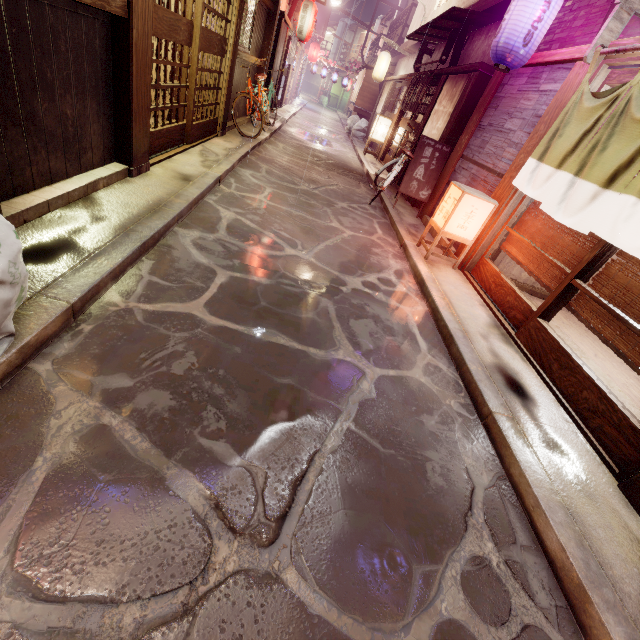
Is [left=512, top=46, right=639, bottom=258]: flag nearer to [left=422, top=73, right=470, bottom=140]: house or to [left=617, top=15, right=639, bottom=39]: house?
[left=617, top=15, right=639, bottom=39]: house

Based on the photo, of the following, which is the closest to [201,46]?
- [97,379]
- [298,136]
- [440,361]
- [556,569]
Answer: [97,379]

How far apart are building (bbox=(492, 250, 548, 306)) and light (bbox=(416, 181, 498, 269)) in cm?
112

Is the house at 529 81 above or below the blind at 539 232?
above

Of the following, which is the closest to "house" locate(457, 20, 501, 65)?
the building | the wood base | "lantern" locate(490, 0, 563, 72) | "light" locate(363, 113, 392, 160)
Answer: the wood base

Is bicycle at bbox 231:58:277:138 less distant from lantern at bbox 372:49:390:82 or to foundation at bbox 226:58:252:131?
foundation at bbox 226:58:252:131

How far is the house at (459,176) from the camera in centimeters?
929cm

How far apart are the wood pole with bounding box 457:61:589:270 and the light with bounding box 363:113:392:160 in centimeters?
1648cm
